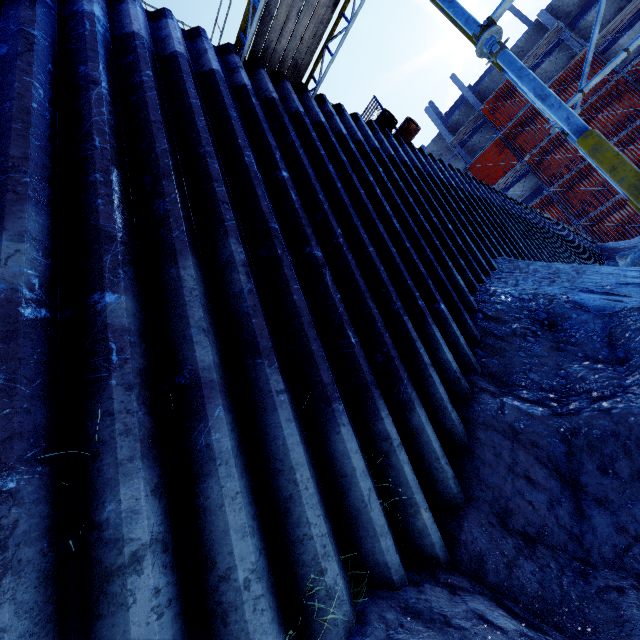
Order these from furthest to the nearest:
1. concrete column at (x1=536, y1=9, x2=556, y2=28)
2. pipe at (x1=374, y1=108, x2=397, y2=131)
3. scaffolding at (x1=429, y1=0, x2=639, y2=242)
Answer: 1. concrete column at (x1=536, y1=9, x2=556, y2=28)
2. pipe at (x1=374, y1=108, x2=397, y2=131)
3. scaffolding at (x1=429, y1=0, x2=639, y2=242)

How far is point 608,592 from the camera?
1.96m

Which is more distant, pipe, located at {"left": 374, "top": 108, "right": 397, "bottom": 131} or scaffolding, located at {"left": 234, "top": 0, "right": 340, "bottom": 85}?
pipe, located at {"left": 374, "top": 108, "right": 397, "bottom": 131}

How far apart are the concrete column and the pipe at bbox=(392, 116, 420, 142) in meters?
33.4

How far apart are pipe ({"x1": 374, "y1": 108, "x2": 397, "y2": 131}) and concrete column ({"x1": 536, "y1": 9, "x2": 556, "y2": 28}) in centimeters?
3409cm

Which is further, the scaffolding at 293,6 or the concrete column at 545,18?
the concrete column at 545,18

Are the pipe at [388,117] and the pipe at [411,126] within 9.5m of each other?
yes

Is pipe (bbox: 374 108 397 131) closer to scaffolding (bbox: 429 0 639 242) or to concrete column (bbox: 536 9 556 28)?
scaffolding (bbox: 429 0 639 242)
